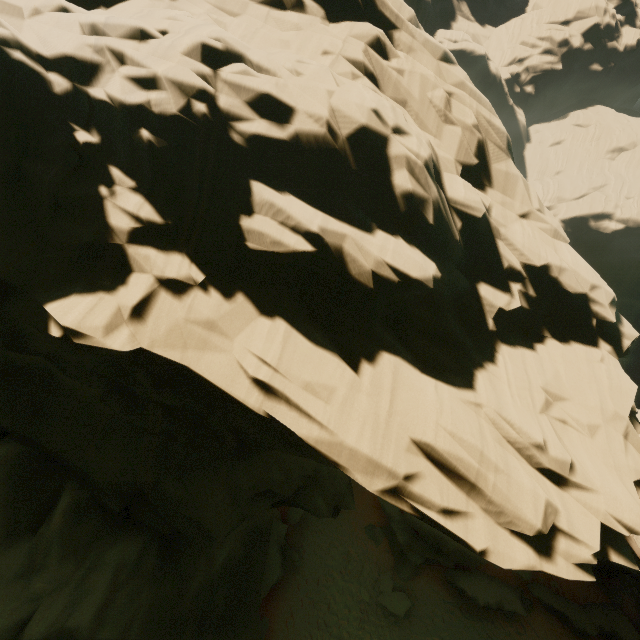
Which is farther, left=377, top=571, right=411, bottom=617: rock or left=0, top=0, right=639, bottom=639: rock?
left=377, top=571, right=411, bottom=617: rock

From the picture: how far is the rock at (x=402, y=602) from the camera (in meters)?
17.77

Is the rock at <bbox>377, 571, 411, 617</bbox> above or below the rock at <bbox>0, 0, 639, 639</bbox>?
below

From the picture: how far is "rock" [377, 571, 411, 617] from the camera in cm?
1777

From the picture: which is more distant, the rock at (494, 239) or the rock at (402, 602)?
the rock at (402, 602)

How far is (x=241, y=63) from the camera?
8.5m
